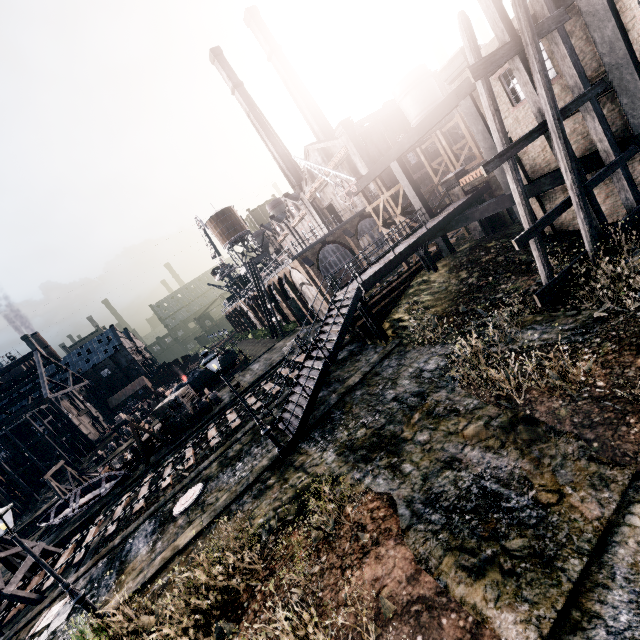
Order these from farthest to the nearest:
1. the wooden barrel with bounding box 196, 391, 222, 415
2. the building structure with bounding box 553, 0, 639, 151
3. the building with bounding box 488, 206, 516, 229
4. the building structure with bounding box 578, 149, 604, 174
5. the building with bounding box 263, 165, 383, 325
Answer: the building with bounding box 263, 165, 383, 325, the wooden barrel with bounding box 196, 391, 222, 415, the building with bounding box 488, 206, 516, 229, the building structure with bounding box 578, 149, 604, 174, the building structure with bounding box 553, 0, 639, 151

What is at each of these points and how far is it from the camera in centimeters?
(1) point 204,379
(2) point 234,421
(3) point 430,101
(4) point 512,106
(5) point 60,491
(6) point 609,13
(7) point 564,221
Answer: (1) rail car container, 4494cm
(2) railway, 2461cm
(3) silo, 3538cm
(4) building, 1528cm
(5) wooden support structure, 3800cm
(6) building structure, 1110cm
(7) building, 1672cm

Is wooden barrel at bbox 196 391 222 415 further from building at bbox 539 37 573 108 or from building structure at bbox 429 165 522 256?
building at bbox 539 37 573 108

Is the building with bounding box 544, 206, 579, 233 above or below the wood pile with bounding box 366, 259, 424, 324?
below

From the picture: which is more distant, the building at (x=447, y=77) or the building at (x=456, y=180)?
the building at (x=456, y=180)

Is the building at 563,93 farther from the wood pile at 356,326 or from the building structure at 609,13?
the wood pile at 356,326

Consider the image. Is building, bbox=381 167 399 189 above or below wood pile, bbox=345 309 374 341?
above

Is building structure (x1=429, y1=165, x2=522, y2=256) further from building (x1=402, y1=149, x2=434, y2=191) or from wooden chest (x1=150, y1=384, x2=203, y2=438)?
wooden chest (x1=150, y1=384, x2=203, y2=438)
